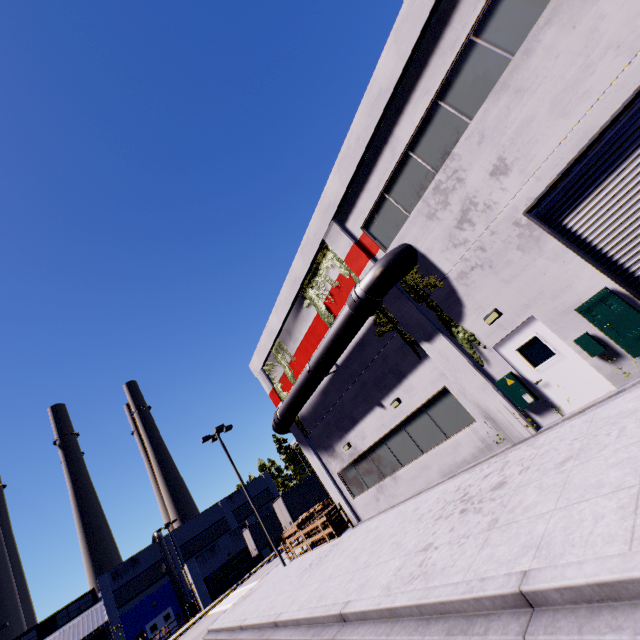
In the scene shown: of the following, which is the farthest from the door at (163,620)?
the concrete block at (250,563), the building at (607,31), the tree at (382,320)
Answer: the tree at (382,320)

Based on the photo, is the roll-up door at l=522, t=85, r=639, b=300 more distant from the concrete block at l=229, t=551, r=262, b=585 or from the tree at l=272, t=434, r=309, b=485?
the tree at l=272, t=434, r=309, b=485

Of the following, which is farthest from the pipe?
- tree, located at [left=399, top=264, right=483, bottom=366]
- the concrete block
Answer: the concrete block

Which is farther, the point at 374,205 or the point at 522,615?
the point at 374,205

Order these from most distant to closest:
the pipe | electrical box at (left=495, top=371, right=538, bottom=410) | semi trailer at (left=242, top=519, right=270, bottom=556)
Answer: semi trailer at (left=242, top=519, right=270, bottom=556), the pipe, electrical box at (left=495, top=371, right=538, bottom=410)

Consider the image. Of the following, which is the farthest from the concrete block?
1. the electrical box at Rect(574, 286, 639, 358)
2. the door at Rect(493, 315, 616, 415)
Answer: the door at Rect(493, 315, 616, 415)

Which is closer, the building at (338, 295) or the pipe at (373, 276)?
the pipe at (373, 276)

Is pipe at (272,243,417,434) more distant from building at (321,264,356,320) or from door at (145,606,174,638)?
door at (145,606,174,638)
